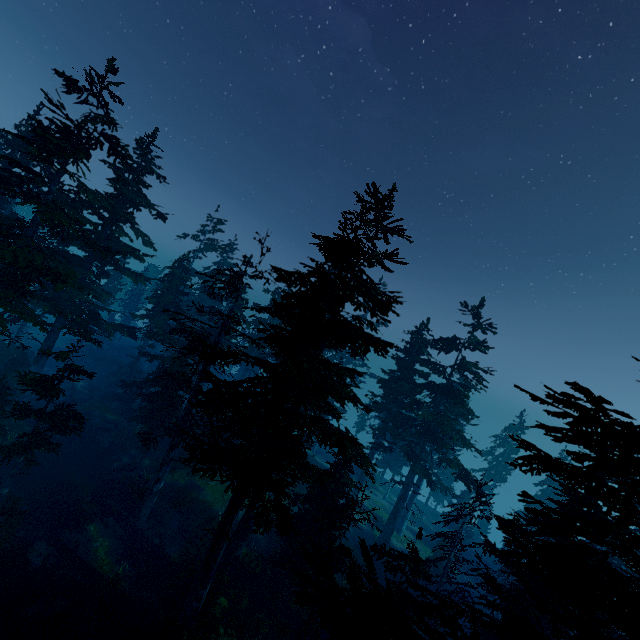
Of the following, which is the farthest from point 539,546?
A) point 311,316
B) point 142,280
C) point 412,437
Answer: point 142,280

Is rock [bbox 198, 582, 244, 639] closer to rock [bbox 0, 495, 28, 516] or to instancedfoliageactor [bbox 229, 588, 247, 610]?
instancedfoliageactor [bbox 229, 588, 247, 610]

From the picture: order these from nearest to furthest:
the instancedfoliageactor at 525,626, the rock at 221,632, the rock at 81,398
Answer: the instancedfoliageactor at 525,626 < the rock at 221,632 < the rock at 81,398

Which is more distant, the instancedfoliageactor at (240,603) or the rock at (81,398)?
the rock at (81,398)

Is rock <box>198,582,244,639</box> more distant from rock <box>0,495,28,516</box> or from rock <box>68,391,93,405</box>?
rock <box>68,391,93,405</box>

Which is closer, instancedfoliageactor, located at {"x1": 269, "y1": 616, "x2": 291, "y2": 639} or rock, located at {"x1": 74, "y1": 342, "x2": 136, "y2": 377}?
instancedfoliageactor, located at {"x1": 269, "y1": 616, "x2": 291, "y2": 639}

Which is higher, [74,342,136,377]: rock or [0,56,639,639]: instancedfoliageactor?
[0,56,639,639]: instancedfoliageactor

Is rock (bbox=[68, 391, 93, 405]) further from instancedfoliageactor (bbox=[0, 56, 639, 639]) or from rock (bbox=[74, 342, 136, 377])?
rock (bbox=[74, 342, 136, 377])
